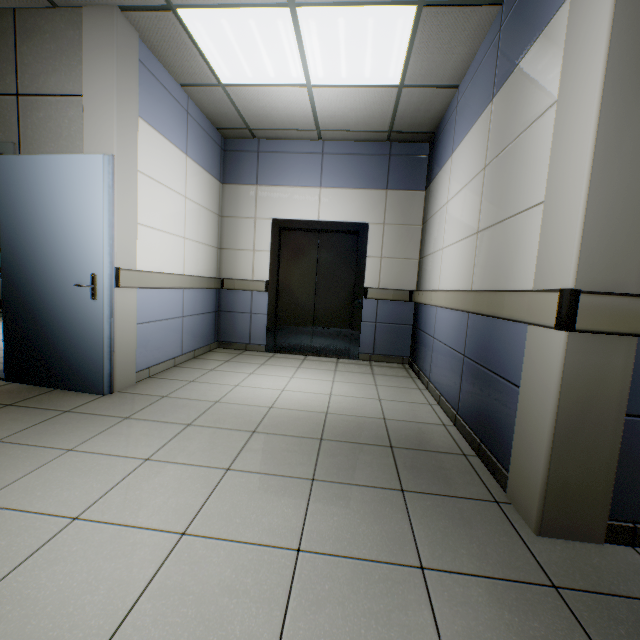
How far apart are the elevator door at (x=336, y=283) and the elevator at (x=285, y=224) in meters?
0.0

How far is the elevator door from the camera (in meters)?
5.06

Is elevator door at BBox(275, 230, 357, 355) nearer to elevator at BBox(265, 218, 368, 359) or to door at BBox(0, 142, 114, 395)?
elevator at BBox(265, 218, 368, 359)

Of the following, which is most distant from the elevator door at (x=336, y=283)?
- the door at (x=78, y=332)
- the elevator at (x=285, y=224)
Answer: the door at (x=78, y=332)

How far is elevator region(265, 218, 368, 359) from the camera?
4.9m

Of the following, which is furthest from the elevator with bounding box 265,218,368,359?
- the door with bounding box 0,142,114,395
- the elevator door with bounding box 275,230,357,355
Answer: the door with bounding box 0,142,114,395

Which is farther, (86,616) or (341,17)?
(341,17)
